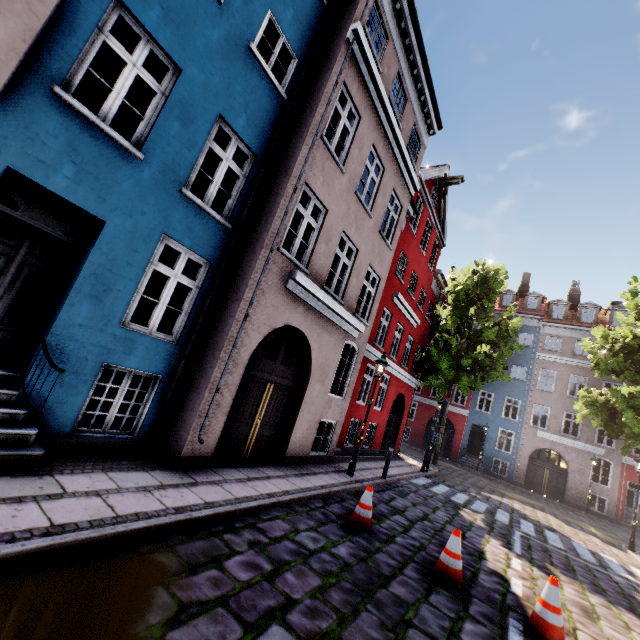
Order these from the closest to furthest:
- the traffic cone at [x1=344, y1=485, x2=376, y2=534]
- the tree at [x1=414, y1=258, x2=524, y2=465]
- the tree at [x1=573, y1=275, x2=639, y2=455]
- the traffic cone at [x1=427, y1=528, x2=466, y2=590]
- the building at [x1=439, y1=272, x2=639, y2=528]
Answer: the traffic cone at [x1=427, y1=528, x2=466, y2=590] → the traffic cone at [x1=344, y1=485, x2=376, y2=534] → the tree at [x1=573, y1=275, x2=639, y2=455] → the tree at [x1=414, y1=258, x2=524, y2=465] → the building at [x1=439, y1=272, x2=639, y2=528]

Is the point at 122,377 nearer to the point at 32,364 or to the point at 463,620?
the point at 32,364

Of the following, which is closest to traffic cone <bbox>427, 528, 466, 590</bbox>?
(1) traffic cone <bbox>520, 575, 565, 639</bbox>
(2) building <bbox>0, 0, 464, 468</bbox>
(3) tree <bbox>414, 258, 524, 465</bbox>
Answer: (1) traffic cone <bbox>520, 575, 565, 639</bbox>

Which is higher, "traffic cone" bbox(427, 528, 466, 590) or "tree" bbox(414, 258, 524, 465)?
"tree" bbox(414, 258, 524, 465)

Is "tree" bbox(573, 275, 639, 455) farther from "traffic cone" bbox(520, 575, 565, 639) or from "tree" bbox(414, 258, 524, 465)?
"traffic cone" bbox(520, 575, 565, 639)

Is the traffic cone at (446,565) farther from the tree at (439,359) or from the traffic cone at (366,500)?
the tree at (439,359)

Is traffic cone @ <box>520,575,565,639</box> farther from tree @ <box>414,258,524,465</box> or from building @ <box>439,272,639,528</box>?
tree @ <box>414,258,524,465</box>
